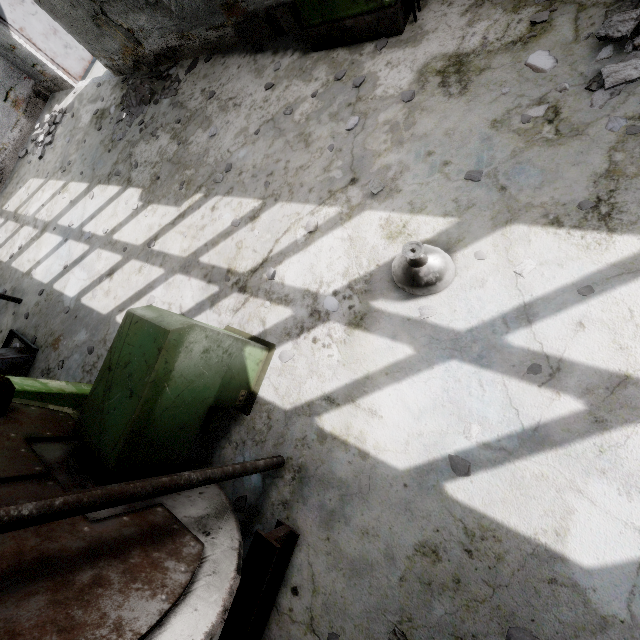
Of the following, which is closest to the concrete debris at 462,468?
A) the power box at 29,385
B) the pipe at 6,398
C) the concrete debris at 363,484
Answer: the concrete debris at 363,484

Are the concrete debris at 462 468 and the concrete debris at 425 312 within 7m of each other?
yes

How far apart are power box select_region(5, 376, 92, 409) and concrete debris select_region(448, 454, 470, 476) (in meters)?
4.66

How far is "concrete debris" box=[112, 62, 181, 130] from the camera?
6.7 meters

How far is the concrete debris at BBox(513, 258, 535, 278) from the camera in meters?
2.7 m

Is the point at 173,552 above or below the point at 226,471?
above

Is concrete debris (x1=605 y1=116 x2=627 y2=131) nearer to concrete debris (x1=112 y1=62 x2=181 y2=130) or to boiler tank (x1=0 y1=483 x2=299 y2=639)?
boiler tank (x1=0 y1=483 x2=299 y2=639)

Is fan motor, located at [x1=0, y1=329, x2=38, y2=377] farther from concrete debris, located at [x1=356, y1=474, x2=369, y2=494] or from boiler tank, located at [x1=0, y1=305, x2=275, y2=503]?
concrete debris, located at [x1=356, y1=474, x2=369, y2=494]
